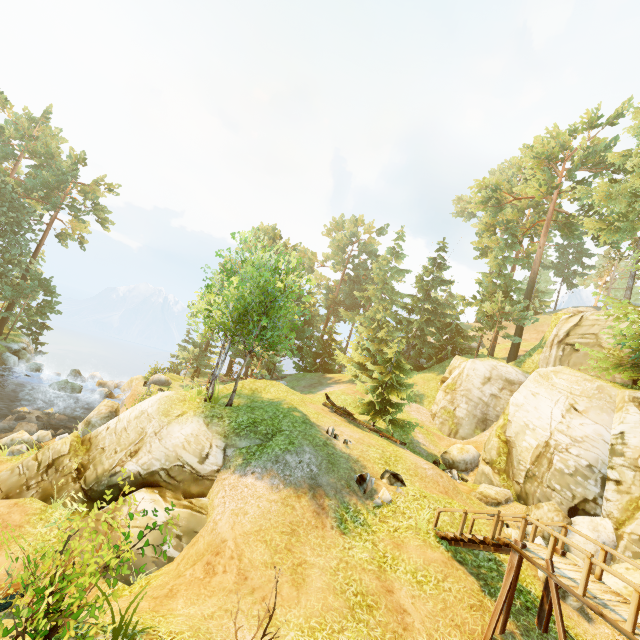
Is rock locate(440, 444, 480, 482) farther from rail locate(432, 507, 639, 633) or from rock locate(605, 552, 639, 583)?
rail locate(432, 507, 639, 633)

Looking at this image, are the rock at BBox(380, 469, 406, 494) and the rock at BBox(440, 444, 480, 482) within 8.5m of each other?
yes

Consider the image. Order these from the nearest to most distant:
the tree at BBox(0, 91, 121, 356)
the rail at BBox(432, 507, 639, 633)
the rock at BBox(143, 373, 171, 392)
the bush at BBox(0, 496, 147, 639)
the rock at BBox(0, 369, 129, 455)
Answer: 1. the bush at BBox(0, 496, 147, 639)
2. the rail at BBox(432, 507, 639, 633)
3. the rock at BBox(0, 369, 129, 455)
4. the rock at BBox(143, 373, 171, 392)
5. the tree at BBox(0, 91, 121, 356)

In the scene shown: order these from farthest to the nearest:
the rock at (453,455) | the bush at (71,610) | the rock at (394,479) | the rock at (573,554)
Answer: the rock at (453,455)
the rock at (394,479)
the rock at (573,554)
the bush at (71,610)

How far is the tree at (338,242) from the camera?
57.0m

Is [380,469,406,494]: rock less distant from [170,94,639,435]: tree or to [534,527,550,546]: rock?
[534,527,550,546]: rock

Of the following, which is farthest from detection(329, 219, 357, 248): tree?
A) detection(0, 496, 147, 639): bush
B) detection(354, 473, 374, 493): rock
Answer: detection(0, 496, 147, 639): bush

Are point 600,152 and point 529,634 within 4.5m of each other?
no
